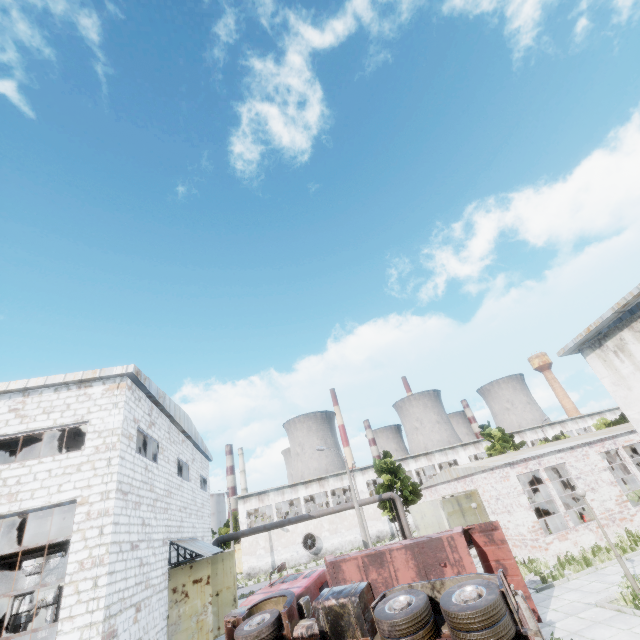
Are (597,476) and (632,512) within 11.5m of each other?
yes

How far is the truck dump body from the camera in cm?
1162

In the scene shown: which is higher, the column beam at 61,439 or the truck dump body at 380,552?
the column beam at 61,439

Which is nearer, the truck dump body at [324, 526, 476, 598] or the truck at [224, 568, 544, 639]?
the truck at [224, 568, 544, 639]

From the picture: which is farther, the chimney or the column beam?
the chimney

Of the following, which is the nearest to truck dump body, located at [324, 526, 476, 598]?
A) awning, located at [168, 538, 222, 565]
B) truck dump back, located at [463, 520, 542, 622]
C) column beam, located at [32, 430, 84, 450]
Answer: truck dump back, located at [463, 520, 542, 622]

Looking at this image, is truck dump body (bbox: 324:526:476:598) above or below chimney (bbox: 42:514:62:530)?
below

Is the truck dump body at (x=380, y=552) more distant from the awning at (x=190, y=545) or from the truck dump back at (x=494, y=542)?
the awning at (x=190, y=545)
